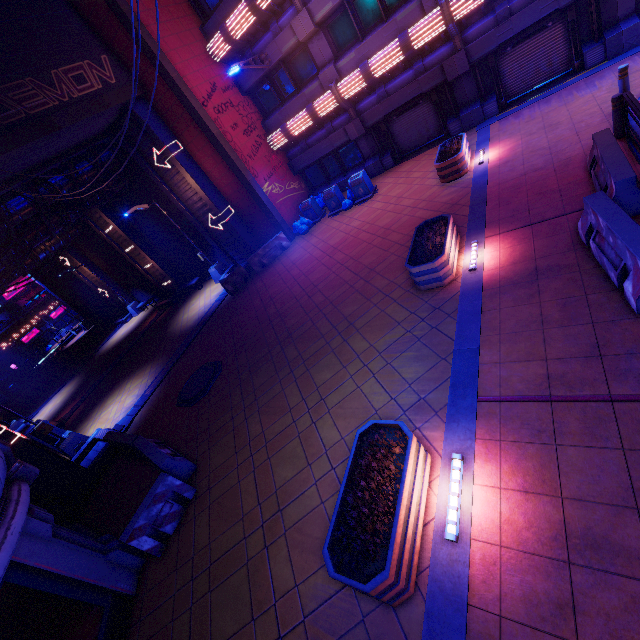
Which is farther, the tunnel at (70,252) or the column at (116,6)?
the tunnel at (70,252)

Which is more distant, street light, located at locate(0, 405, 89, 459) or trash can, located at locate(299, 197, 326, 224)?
trash can, located at locate(299, 197, 326, 224)

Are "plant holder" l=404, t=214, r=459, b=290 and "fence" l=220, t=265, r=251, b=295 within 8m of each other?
no

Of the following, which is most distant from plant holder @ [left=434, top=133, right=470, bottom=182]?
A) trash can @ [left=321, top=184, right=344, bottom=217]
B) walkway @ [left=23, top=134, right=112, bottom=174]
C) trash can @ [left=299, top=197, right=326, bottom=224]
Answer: walkway @ [left=23, top=134, right=112, bottom=174]

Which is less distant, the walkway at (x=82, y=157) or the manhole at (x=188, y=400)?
the manhole at (x=188, y=400)

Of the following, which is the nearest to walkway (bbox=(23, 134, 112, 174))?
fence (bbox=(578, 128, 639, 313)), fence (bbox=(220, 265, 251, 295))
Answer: fence (bbox=(220, 265, 251, 295))

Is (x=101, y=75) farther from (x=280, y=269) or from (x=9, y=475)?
(x=9, y=475)

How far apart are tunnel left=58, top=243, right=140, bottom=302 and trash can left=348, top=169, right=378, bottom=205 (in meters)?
23.36
